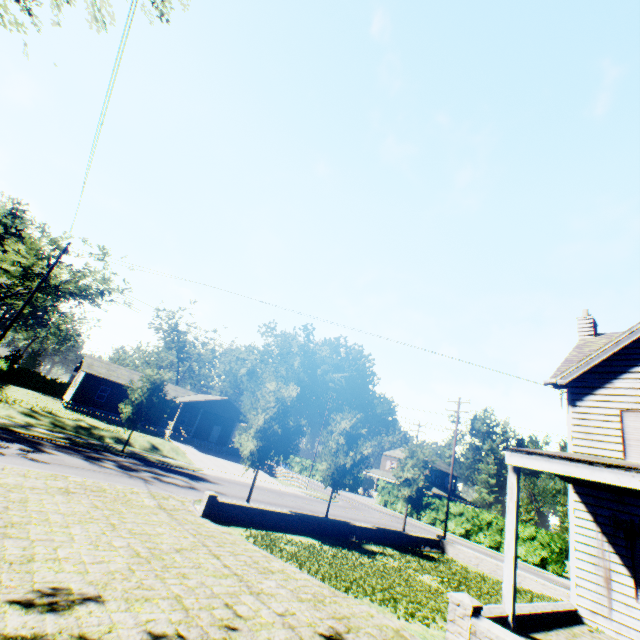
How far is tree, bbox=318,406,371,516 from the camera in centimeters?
2080cm

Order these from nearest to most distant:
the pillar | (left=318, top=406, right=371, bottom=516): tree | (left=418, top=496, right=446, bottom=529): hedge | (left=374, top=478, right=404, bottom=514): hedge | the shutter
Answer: the pillar
the shutter
(left=318, top=406, right=371, bottom=516): tree
(left=418, top=496, right=446, bottom=529): hedge
(left=374, top=478, right=404, bottom=514): hedge

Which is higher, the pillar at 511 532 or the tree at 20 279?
the tree at 20 279

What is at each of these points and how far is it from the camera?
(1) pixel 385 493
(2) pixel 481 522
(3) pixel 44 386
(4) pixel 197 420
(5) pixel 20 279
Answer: (1) hedge, 45.6m
(2) hedge, 35.6m
(3) hedge, 50.5m
(4) house, 38.8m
(5) tree, 23.1m

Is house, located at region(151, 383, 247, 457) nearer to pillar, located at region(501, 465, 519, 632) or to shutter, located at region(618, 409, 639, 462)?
pillar, located at region(501, 465, 519, 632)

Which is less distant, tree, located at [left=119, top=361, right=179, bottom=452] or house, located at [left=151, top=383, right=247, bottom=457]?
tree, located at [left=119, top=361, right=179, bottom=452]

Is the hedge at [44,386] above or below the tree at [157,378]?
below

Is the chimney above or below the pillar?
above
